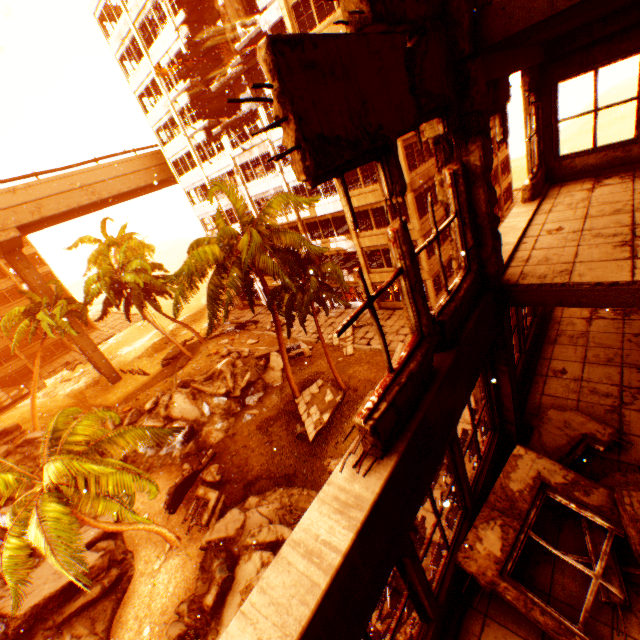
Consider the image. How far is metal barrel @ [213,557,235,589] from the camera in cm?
1109

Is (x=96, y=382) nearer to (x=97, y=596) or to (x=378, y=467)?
(x=97, y=596)

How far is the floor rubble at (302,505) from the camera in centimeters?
1217cm

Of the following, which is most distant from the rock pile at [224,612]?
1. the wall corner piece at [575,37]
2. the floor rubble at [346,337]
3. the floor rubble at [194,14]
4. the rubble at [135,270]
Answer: the floor rubble at [194,14]

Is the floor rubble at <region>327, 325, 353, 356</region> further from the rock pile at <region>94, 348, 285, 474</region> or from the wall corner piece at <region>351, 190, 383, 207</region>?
the wall corner piece at <region>351, 190, 383, 207</region>

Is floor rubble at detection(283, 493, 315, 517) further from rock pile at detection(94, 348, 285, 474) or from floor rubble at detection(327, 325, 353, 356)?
floor rubble at detection(327, 325, 353, 356)

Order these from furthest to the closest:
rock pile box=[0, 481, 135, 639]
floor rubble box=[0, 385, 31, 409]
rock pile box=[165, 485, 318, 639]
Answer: floor rubble box=[0, 385, 31, 409] → rock pile box=[0, 481, 135, 639] → rock pile box=[165, 485, 318, 639]

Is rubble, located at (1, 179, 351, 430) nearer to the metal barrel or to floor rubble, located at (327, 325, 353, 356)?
floor rubble, located at (327, 325, 353, 356)
